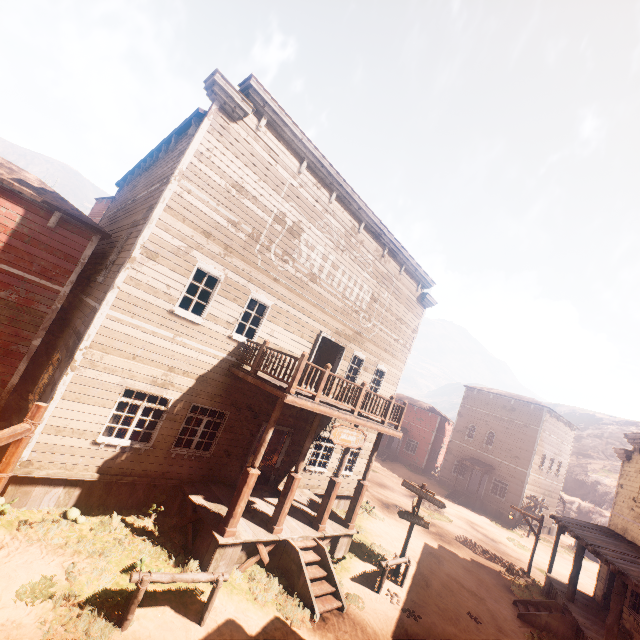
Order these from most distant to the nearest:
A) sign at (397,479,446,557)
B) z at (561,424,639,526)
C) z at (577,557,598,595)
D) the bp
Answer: z at (561,424,639,526) < z at (577,557,598,595) < the bp < sign at (397,479,446,557)

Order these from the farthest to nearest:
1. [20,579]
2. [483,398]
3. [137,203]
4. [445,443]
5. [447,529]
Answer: [445,443] < [483,398] < [447,529] < [137,203] < [20,579]

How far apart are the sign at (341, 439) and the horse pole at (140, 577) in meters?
3.9

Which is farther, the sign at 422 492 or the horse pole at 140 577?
the sign at 422 492

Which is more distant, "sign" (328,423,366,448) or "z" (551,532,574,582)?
"z" (551,532,574,582)

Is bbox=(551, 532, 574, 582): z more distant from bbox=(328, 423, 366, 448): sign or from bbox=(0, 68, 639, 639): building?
bbox=(328, 423, 366, 448): sign

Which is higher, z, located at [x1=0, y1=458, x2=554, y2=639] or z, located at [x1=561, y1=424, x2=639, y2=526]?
z, located at [x1=561, y1=424, x2=639, y2=526]

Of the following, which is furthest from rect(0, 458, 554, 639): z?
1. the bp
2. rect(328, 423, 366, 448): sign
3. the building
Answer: the bp
